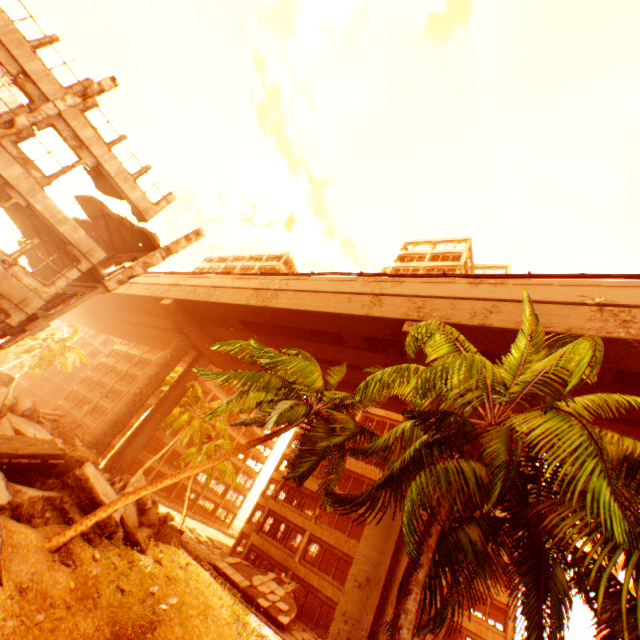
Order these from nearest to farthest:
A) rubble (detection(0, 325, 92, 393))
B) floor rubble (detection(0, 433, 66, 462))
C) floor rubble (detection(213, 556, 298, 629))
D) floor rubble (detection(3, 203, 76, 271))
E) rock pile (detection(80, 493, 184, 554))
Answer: floor rubble (detection(0, 433, 66, 462))
rock pile (detection(80, 493, 184, 554))
floor rubble (detection(3, 203, 76, 271))
floor rubble (detection(213, 556, 298, 629))
rubble (detection(0, 325, 92, 393))

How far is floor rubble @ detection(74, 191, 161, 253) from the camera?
16.2 meters

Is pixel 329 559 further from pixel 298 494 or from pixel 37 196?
pixel 37 196

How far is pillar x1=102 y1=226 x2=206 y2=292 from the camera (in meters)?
14.68

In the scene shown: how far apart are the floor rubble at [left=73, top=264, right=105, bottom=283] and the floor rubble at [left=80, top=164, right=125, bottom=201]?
2.48m

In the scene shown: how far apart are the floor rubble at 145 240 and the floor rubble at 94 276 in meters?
2.5

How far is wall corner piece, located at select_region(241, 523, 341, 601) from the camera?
24.25m
